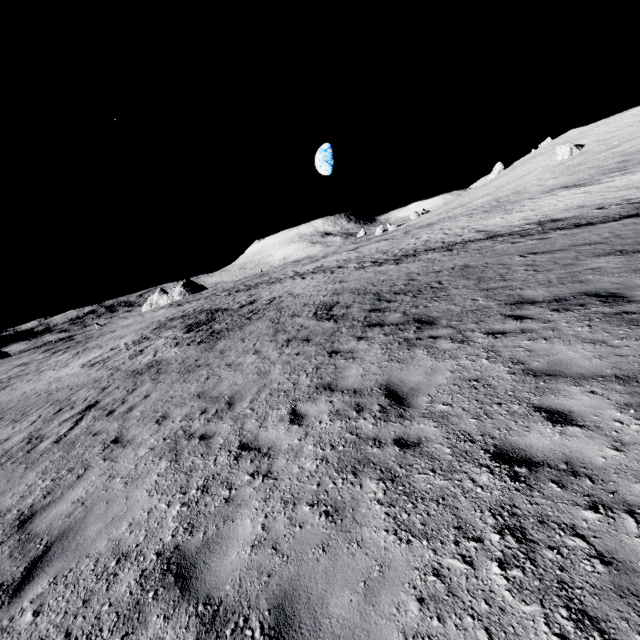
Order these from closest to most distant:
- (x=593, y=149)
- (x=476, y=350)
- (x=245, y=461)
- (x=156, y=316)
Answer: (x=245, y=461) < (x=476, y=350) < (x=593, y=149) < (x=156, y=316)

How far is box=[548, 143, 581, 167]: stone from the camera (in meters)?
50.25

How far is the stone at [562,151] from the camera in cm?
5025
